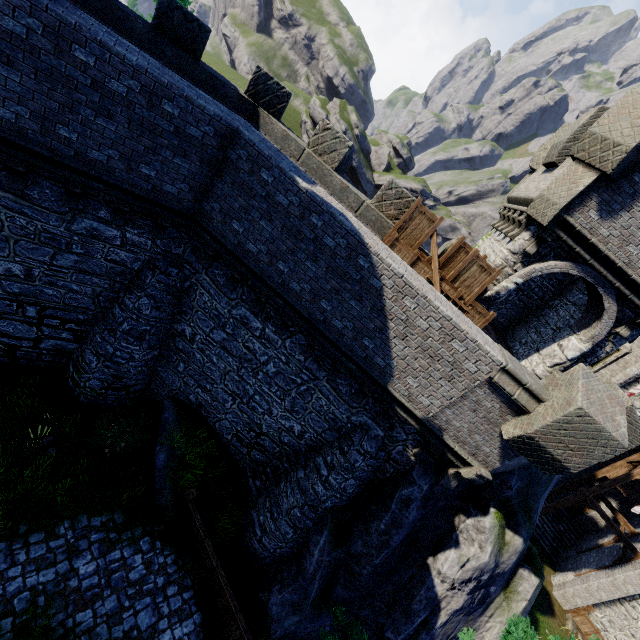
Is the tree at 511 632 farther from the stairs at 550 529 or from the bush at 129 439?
the stairs at 550 529

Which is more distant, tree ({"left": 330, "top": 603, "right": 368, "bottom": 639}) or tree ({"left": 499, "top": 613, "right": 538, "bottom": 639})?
tree ({"left": 330, "top": 603, "right": 368, "bottom": 639})

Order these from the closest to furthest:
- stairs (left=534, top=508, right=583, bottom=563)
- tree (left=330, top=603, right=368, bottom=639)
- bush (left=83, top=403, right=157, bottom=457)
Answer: tree (left=330, top=603, right=368, bottom=639), bush (left=83, top=403, right=157, bottom=457), stairs (left=534, top=508, right=583, bottom=563)

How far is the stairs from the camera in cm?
2331

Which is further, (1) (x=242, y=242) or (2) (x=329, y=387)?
(2) (x=329, y=387)

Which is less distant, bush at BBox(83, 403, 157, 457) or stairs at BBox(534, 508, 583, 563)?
bush at BBox(83, 403, 157, 457)

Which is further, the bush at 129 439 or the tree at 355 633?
the bush at 129 439

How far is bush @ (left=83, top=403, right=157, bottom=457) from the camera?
10.66m
